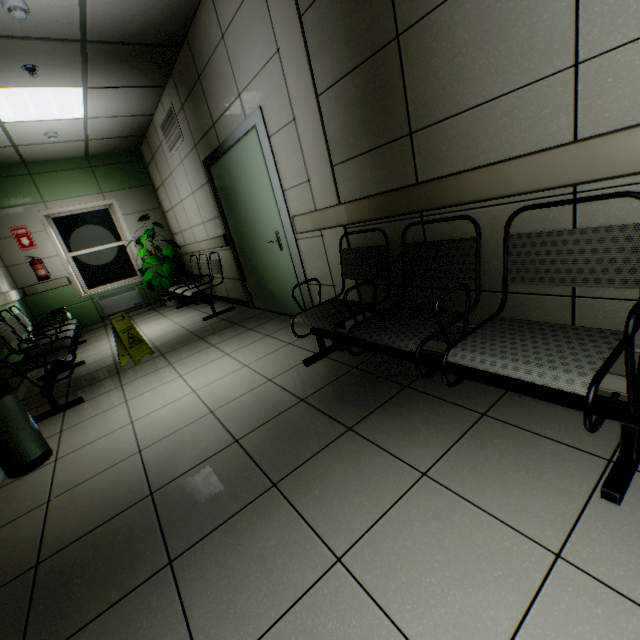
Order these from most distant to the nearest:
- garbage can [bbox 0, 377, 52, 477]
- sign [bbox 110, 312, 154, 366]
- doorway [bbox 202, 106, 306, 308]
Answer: sign [bbox 110, 312, 154, 366], doorway [bbox 202, 106, 306, 308], garbage can [bbox 0, 377, 52, 477]

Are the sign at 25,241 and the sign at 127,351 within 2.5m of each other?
no

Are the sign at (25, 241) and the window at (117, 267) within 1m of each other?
yes

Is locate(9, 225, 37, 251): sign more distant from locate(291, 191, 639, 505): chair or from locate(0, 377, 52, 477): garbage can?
locate(291, 191, 639, 505): chair

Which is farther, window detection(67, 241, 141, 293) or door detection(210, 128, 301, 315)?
window detection(67, 241, 141, 293)

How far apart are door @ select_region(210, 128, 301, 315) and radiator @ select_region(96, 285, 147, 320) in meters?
3.7 m

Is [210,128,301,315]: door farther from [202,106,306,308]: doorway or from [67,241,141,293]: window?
[67,241,141,293]: window

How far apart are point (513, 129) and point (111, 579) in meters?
2.6 m
